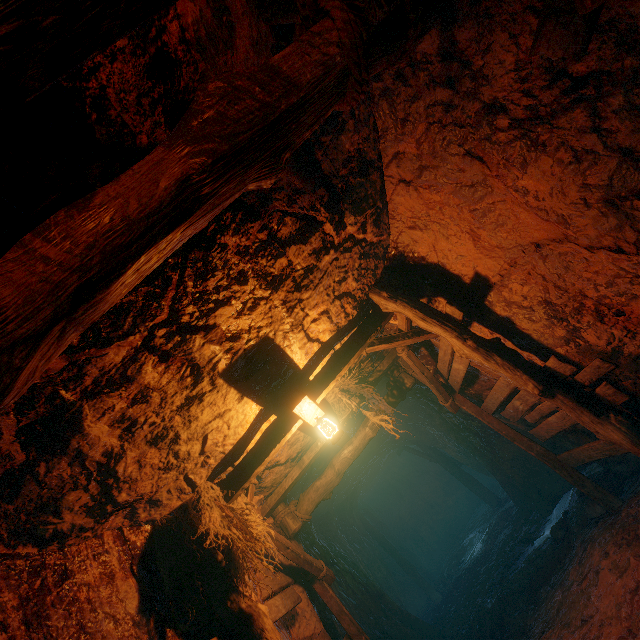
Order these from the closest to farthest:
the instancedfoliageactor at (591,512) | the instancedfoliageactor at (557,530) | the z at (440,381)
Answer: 1. the z at (440,381)
2. the instancedfoliageactor at (591,512)
3. the instancedfoliageactor at (557,530)

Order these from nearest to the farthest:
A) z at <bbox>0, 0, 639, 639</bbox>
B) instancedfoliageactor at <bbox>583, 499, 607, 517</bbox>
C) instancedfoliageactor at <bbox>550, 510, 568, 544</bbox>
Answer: z at <bbox>0, 0, 639, 639</bbox>
instancedfoliageactor at <bbox>583, 499, 607, 517</bbox>
instancedfoliageactor at <bbox>550, 510, 568, 544</bbox>

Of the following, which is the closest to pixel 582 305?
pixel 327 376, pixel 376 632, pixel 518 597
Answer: pixel 327 376

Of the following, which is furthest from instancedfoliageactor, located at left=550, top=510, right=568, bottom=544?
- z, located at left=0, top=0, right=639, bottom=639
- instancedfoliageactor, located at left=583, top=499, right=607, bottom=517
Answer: instancedfoliageactor, located at left=583, top=499, right=607, bottom=517

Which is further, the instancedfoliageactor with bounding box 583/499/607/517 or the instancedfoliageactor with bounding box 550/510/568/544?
the instancedfoliageactor with bounding box 550/510/568/544

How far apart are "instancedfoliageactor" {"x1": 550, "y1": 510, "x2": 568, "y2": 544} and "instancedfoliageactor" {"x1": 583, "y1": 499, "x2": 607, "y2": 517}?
0.6 meters

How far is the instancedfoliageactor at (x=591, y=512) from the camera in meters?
5.6

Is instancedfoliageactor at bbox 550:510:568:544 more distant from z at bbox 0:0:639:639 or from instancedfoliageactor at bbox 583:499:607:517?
instancedfoliageactor at bbox 583:499:607:517
